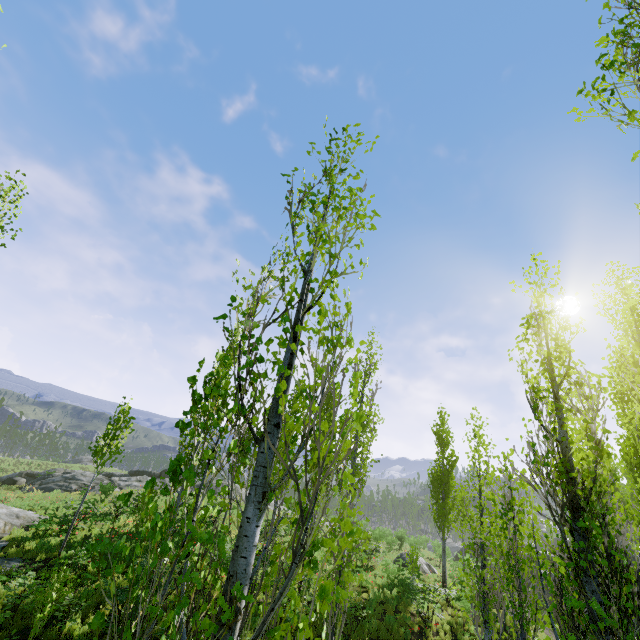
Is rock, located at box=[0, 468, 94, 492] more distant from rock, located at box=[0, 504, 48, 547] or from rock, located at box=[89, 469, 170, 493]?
rock, located at box=[89, 469, 170, 493]

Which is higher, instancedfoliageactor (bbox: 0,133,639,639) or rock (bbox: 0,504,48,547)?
instancedfoliageactor (bbox: 0,133,639,639)

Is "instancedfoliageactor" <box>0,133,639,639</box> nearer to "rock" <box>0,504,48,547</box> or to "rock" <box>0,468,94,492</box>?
"rock" <box>0,504,48,547</box>

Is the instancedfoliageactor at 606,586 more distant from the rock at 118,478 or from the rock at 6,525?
the rock at 6,525

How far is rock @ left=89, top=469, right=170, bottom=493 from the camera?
30.4 meters

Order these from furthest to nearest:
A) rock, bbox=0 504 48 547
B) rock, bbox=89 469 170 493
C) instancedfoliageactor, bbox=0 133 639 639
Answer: rock, bbox=89 469 170 493, rock, bbox=0 504 48 547, instancedfoliageactor, bbox=0 133 639 639

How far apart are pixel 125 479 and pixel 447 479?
31.3m

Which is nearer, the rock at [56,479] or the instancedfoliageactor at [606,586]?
the instancedfoliageactor at [606,586]
